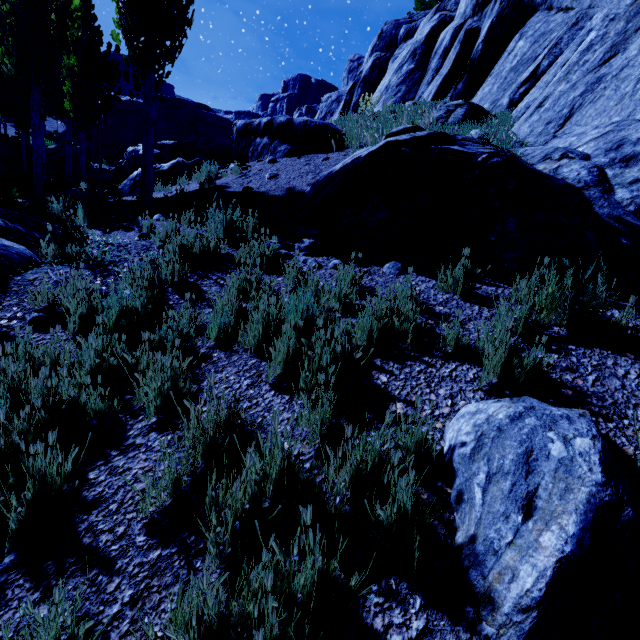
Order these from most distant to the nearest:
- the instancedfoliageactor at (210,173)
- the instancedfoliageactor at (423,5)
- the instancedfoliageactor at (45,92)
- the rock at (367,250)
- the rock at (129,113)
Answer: the instancedfoliageactor at (423,5), the rock at (129,113), the instancedfoliageactor at (210,173), the instancedfoliageactor at (45,92), the rock at (367,250)

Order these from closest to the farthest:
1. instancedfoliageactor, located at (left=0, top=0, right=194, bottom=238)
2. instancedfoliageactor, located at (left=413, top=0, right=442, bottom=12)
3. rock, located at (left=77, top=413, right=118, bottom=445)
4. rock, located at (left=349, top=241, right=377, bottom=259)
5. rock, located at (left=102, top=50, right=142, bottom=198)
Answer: rock, located at (left=77, top=413, right=118, bottom=445) < rock, located at (left=349, top=241, right=377, bottom=259) < instancedfoliageactor, located at (left=0, top=0, right=194, bottom=238) < rock, located at (left=102, top=50, right=142, bottom=198) < instancedfoliageactor, located at (left=413, top=0, right=442, bottom=12)

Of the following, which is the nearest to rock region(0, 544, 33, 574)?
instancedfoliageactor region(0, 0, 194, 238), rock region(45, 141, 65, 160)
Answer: instancedfoliageactor region(0, 0, 194, 238)

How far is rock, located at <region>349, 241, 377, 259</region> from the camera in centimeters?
433cm

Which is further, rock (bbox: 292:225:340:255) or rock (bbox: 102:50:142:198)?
rock (bbox: 102:50:142:198)

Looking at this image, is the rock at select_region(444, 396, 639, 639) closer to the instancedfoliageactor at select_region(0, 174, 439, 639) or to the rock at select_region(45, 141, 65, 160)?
the instancedfoliageactor at select_region(0, 174, 439, 639)

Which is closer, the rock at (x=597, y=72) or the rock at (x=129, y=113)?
the rock at (x=597, y=72)

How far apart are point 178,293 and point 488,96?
11.4m
